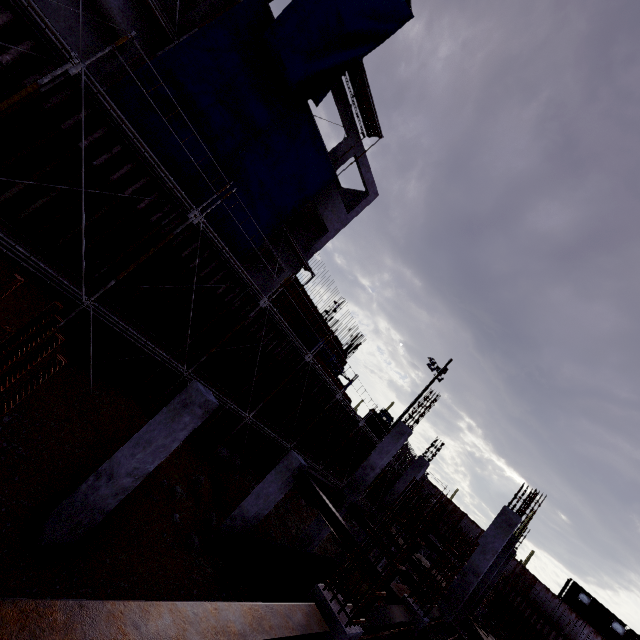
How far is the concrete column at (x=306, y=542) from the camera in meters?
13.6

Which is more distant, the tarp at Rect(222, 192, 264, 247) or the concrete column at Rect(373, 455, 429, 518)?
the concrete column at Rect(373, 455, 429, 518)

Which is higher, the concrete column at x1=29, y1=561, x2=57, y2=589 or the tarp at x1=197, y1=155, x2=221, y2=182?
the tarp at x1=197, y1=155, x2=221, y2=182

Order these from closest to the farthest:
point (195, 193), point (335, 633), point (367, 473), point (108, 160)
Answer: point (335, 633) < point (108, 160) < point (195, 193) < point (367, 473)

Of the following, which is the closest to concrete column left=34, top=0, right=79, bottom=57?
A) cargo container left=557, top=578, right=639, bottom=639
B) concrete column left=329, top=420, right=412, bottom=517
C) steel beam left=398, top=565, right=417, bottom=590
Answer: concrete column left=329, top=420, right=412, bottom=517

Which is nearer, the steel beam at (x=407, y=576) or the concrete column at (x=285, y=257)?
the steel beam at (x=407, y=576)

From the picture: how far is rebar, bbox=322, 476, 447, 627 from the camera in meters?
4.0 m

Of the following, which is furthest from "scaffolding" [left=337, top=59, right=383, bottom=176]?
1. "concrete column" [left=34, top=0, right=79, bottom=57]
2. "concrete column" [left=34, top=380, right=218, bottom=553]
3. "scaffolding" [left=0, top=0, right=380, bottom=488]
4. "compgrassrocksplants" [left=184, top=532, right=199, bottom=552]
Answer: "compgrassrocksplants" [left=184, top=532, right=199, bottom=552]
